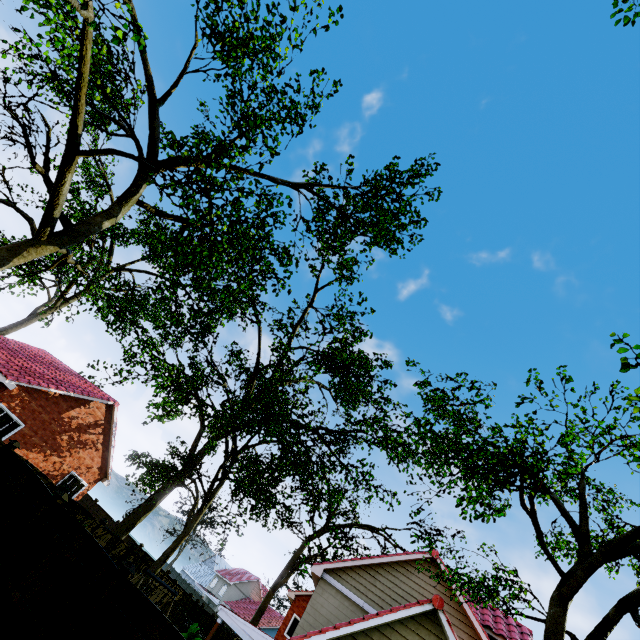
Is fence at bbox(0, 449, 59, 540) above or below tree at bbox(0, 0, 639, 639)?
below

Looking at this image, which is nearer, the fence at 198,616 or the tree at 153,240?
the tree at 153,240

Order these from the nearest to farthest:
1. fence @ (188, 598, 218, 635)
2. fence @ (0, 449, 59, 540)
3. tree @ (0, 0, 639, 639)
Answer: tree @ (0, 0, 639, 639) < fence @ (0, 449, 59, 540) < fence @ (188, 598, 218, 635)

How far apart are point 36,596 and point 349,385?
23.0 meters

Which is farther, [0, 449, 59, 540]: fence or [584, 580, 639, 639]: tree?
[0, 449, 59, 540]: fence

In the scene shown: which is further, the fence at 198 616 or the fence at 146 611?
the fence at 198 616
